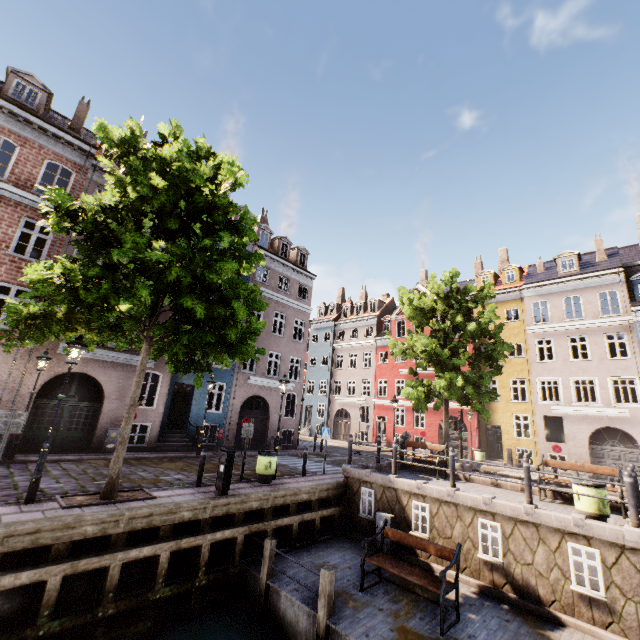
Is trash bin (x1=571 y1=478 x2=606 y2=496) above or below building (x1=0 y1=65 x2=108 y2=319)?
below

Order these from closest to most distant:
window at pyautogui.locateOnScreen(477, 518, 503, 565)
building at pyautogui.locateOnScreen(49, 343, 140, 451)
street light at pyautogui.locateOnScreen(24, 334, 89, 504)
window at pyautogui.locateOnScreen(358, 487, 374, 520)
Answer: street light at pyautogui.locateOnScreen(24, 334, 89, 504) < window at pyautogui.locateOnScreen(477, 518, 503, 565) < window at pyautogui.locateOnScreen(358, 487, 374, 520) < building at pyautogui.locateOnScreen(49, 343, 140, 451)

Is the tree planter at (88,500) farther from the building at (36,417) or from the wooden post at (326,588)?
the building at (36,417)

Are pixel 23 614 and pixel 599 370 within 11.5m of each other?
no

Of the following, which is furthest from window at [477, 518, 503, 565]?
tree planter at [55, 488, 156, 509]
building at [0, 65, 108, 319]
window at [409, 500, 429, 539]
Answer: building at [0, 65, 108, 319]

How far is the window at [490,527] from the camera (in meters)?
8.39

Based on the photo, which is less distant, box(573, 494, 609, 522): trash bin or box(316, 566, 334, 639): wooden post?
box(316, 566, 334, 639): wooden post

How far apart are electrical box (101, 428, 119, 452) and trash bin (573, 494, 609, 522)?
17.29m
